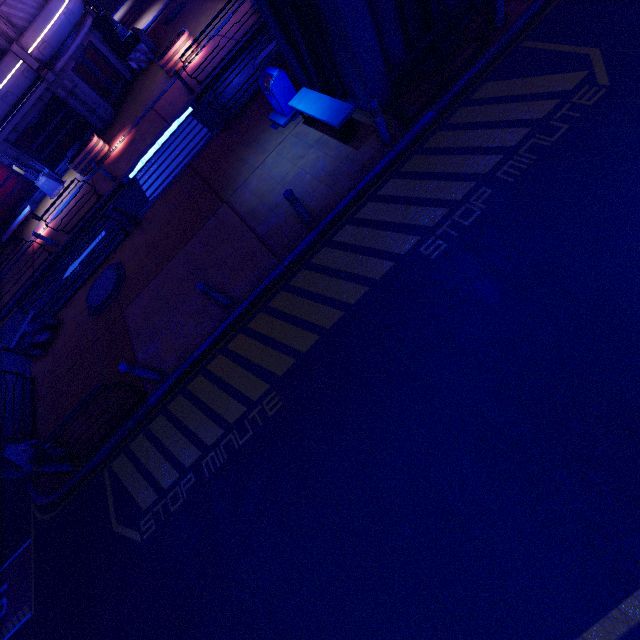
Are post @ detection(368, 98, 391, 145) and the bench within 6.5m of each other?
yes

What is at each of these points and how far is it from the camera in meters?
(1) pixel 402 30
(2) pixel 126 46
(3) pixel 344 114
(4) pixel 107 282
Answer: (1) pillar, 7.4
(2) tunnel, 23.8
(3) bench, 7.7
(4) manhole, 11.7

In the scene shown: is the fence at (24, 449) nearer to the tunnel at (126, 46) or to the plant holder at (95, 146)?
the plant holder at (95, 146)

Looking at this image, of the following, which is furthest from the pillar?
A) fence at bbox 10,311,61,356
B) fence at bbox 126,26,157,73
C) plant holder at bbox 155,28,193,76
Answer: fence at bbox 126,26,157,73

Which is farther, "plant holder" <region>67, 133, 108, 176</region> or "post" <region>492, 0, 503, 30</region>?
"plant holder" <region>67, 133, 108, 176</region>

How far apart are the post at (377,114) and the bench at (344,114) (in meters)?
0.75

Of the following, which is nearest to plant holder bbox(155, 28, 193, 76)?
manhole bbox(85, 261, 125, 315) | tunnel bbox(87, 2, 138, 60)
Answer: tunnel bbox(87, 2, 138, 60)

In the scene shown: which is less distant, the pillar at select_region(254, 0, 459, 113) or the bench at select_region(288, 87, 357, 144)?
the pillar at select_region(254, 0, 459, 113)
